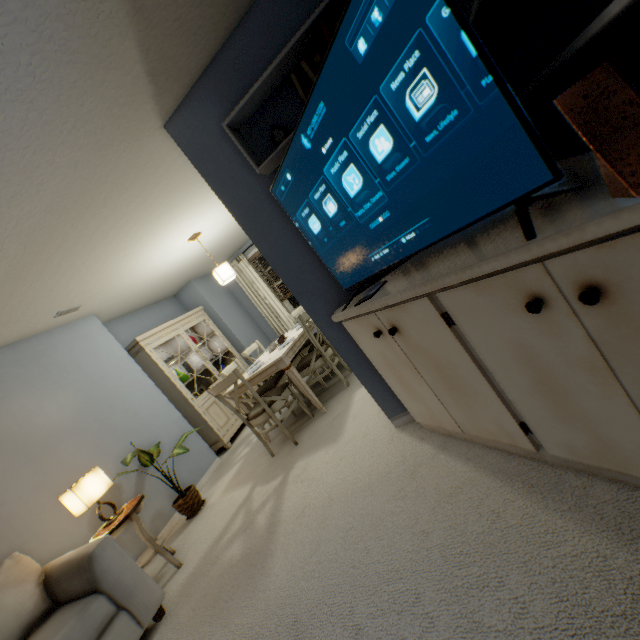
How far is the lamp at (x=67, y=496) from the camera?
2.4m

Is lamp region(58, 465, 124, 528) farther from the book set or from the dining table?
the book set

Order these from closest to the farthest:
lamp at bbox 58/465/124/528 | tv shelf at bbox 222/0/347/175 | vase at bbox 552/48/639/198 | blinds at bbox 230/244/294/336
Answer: vase at bbox 552/48/639/198
tv shelf at bbox 222/0/347/175
lamp at bbox 58/465/124/528
blinds at bbox 230/244/294/336

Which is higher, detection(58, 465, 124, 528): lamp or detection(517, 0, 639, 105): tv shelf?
detection(517, 0, 639, 105): tv shelf

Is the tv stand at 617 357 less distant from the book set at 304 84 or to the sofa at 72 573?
the book set at 304 84

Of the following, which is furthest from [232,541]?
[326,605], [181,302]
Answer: [181,302]

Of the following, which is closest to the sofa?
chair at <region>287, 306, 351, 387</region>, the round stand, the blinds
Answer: the round stand

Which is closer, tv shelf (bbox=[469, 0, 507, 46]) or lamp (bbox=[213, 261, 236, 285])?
tv shelf (bbox=[469, 0, 507, 46])
